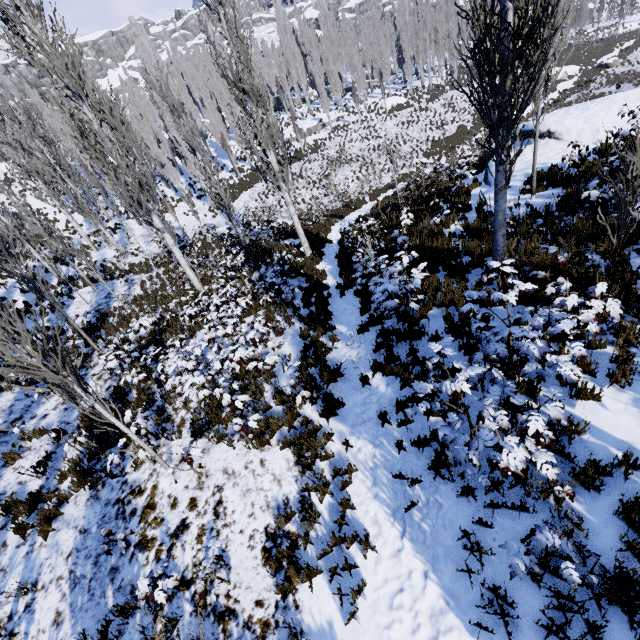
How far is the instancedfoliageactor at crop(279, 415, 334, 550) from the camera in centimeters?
510cm

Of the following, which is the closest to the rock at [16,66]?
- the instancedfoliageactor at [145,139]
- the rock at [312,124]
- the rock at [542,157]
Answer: the instancedfoliageactor at [145,139]

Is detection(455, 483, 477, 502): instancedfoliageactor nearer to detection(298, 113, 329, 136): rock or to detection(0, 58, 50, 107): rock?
detection(298, 113, 329, 136): rock

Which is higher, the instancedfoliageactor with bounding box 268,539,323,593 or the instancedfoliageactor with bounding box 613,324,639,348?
the instancedfoliageactor with bounding box 613,324,639,348

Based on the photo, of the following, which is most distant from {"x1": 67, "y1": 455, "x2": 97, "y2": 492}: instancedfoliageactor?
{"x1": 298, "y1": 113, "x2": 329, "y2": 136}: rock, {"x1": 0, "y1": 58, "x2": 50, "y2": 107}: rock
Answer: {"x1": 0, "y1": 58, "x2": 50, "y2": 107}: rock

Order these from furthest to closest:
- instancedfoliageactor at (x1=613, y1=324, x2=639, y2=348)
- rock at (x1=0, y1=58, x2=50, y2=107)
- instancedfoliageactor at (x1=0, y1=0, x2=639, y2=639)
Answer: rock at (x1=0, y1=58, x2=50, y2=107), instancedfoliageactor at (x1=613, y1=324, x2=639, y2=348), instancedfoliageactor at (x1=0, y1=0, x2=639, y2=639)

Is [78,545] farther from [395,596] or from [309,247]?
[309,247]

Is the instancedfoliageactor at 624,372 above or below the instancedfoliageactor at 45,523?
above
